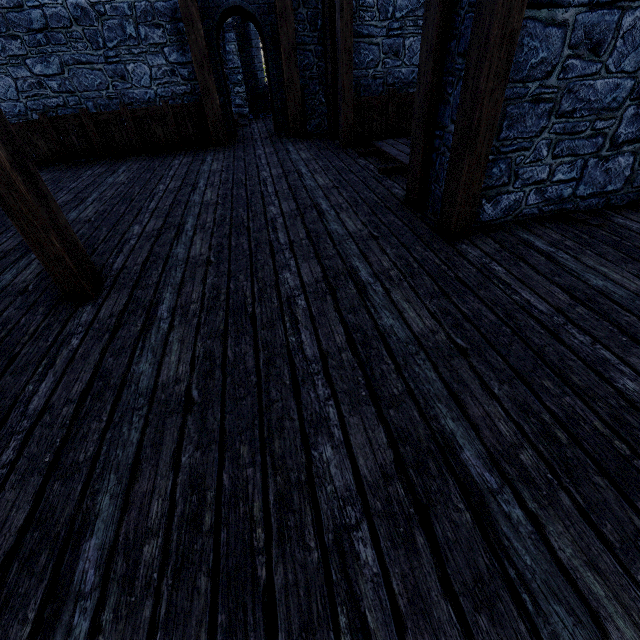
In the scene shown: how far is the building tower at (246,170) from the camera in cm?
631

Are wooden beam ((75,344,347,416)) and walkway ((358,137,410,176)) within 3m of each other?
no

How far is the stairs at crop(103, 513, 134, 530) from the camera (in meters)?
1.64

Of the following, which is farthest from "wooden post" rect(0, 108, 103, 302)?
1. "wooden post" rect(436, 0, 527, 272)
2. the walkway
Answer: the walkway

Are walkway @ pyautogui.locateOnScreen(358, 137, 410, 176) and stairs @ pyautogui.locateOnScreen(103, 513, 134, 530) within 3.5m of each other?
no

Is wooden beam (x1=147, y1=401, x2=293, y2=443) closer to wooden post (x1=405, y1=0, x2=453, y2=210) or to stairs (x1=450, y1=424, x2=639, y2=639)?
stairs (x1=450, y1=424, x2=639, y2=639)

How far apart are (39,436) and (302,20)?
9.7 meters

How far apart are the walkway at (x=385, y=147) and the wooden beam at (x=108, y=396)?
4.3 meters
